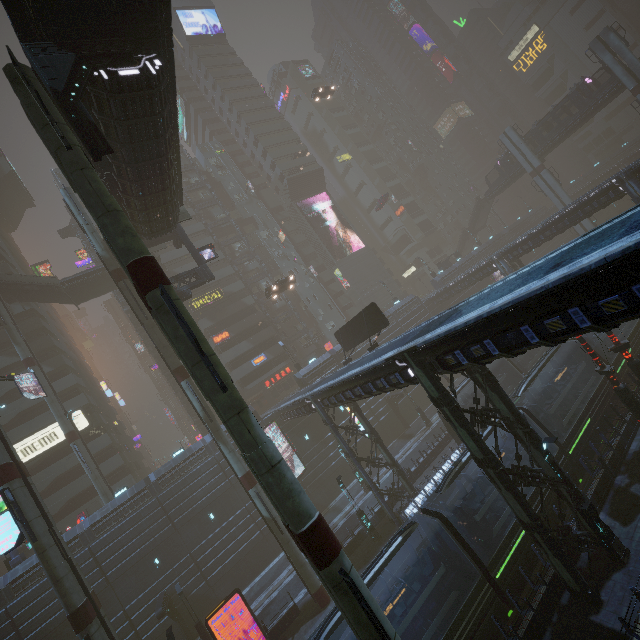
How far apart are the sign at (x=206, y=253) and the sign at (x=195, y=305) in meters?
20.0

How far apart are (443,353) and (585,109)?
55.01m

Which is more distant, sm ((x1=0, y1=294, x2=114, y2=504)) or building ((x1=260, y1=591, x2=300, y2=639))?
sm ((x1=0, y1=294, x2=114, y2=504))

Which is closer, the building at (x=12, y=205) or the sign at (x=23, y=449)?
the sign at (x=23, y=449)

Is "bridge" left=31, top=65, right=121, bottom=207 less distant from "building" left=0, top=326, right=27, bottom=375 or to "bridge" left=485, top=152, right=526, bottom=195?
"building" left=0, top=326, right=27, bottom=375

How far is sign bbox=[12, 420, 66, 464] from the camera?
36.8m

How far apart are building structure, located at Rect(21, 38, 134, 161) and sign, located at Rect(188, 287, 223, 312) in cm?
3648

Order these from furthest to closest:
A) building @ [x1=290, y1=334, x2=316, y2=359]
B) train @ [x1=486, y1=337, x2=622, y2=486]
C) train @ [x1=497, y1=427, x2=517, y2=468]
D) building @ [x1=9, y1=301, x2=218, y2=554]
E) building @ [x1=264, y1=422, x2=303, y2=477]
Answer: building @ [x1=290, y1=334, x2=316, y2=359] → building @ [x1=264, y1=422, x2=303, y2=477] → building @ [x1=9, y1=301, x2=218, y2=554] → train @ [x1=486, y1=337, x2=622, y2=486] → train @ [x1=497, y1=427, x2=517, y2=468]
